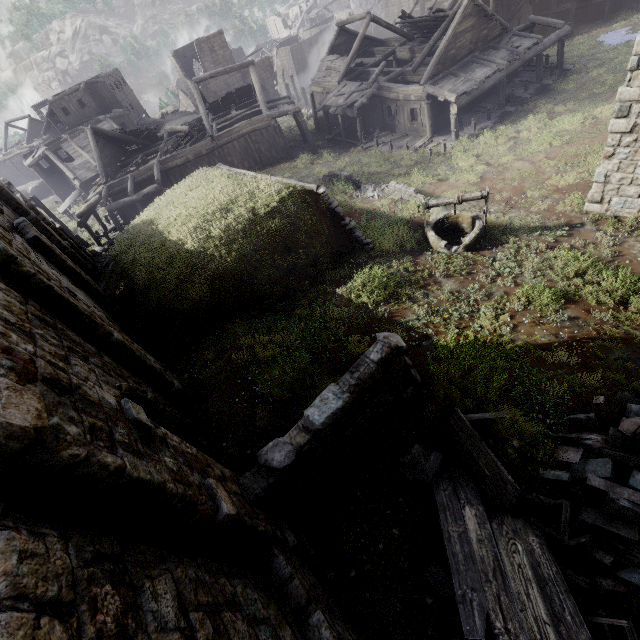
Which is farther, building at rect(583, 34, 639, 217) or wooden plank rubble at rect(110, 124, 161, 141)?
wooden plank rubble at rect(110, 124, 161, 141)

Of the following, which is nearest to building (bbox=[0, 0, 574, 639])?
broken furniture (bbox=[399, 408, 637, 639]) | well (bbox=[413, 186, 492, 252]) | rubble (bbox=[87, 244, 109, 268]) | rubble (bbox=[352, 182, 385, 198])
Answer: rubble (bbox=[87, 244, 109, 268])

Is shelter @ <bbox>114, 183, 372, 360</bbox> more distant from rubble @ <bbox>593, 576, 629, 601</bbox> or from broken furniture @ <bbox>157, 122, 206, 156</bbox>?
broken furniture @ <bbox>157, 122, 206, 156</bbox>

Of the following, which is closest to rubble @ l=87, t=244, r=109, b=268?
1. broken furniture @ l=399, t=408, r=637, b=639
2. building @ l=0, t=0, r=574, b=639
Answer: building @ l=0, t=0, r=574, b=639

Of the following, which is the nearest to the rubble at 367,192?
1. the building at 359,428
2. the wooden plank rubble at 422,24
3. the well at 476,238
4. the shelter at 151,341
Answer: the shelter at 151,341

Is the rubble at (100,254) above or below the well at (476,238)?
below

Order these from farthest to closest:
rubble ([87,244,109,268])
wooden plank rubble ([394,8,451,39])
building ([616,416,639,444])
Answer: wooden plank rubble ([394,8,451,39]), rubble ([87,244,109,268]), building ([616,416,639,444])

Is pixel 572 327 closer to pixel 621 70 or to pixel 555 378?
pixel 555 378
